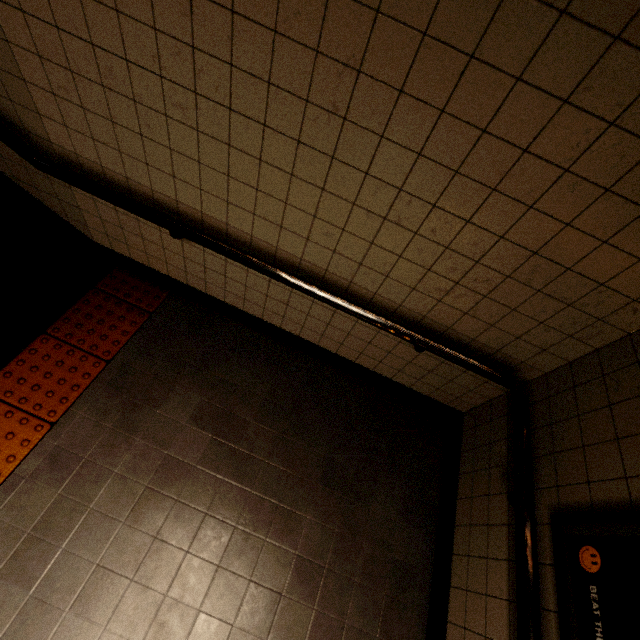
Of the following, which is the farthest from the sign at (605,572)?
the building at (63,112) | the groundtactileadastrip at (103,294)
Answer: the groundtactileadastrip at (103,294)

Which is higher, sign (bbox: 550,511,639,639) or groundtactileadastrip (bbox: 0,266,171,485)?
sign (bbox: 550,511,639,639)

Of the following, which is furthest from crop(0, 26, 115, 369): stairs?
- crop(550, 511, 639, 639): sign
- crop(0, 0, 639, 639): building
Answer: crop(550, 511, 639, 639): sign

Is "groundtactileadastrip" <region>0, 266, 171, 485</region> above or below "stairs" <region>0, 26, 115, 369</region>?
below

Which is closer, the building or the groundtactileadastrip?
the building

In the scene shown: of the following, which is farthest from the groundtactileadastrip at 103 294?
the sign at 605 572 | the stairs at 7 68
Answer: the sign at 605 572

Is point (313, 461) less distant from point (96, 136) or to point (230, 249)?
point (230, 249)

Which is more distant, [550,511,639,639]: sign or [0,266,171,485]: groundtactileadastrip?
[0,266,171,485]: groundtactileadastrip
